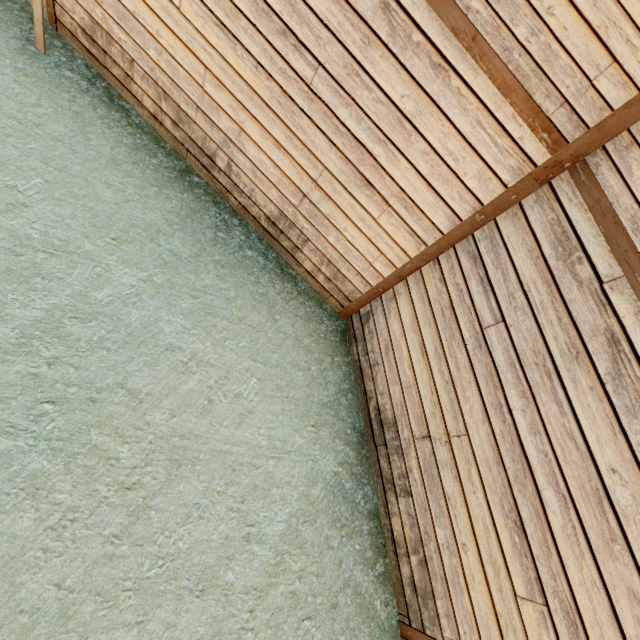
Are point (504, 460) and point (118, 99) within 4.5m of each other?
no
